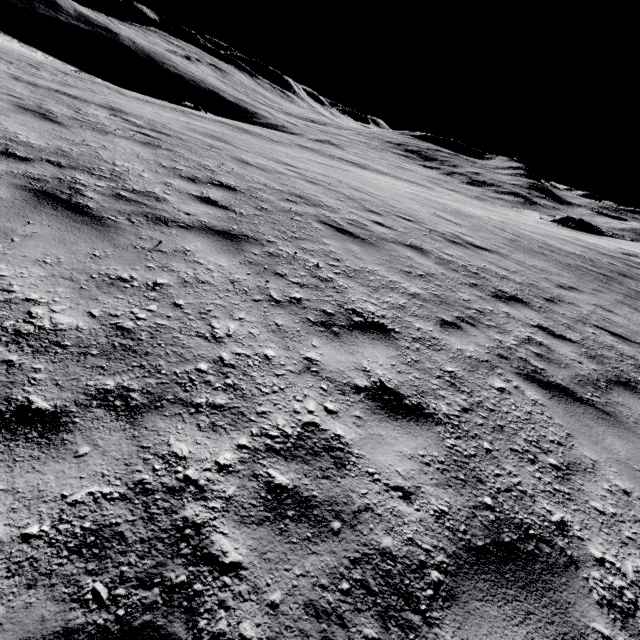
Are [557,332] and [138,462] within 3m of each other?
no

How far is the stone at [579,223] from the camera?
57.7 meters

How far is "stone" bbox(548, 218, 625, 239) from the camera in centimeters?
5772cm
